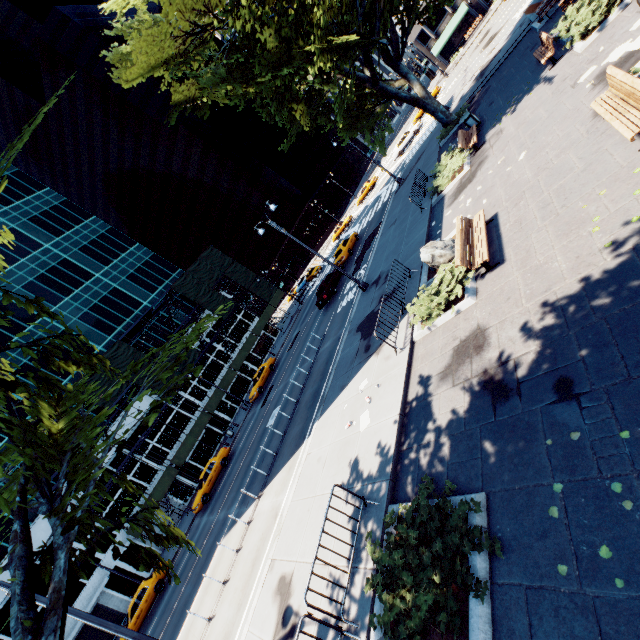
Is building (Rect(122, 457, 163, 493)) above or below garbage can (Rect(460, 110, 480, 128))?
above

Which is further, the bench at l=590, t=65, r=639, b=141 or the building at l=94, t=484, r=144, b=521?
the building at l=94, t=484, r=144, b=521

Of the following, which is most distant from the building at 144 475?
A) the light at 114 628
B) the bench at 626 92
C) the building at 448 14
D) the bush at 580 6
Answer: the building at 448 14

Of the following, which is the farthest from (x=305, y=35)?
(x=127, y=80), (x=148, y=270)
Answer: (x=148, y=270)

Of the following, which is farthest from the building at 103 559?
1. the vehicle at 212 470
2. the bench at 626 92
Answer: the bench at 626 92

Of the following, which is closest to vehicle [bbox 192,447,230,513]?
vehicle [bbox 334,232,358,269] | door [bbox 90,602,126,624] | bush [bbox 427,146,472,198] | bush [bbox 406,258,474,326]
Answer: door [bbox 90,602,126,624]

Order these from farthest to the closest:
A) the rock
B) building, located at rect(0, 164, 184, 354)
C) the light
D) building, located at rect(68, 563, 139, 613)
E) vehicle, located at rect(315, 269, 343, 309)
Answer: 1. building, located at rect(0, 164, 184, 354)
2. vehicle, located at rect(315, 269, 343, 309)
3. building, located at rect(68, 563, 139, 613)
4. the rock
5. the light

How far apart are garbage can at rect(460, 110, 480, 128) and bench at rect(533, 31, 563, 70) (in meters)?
3.33
